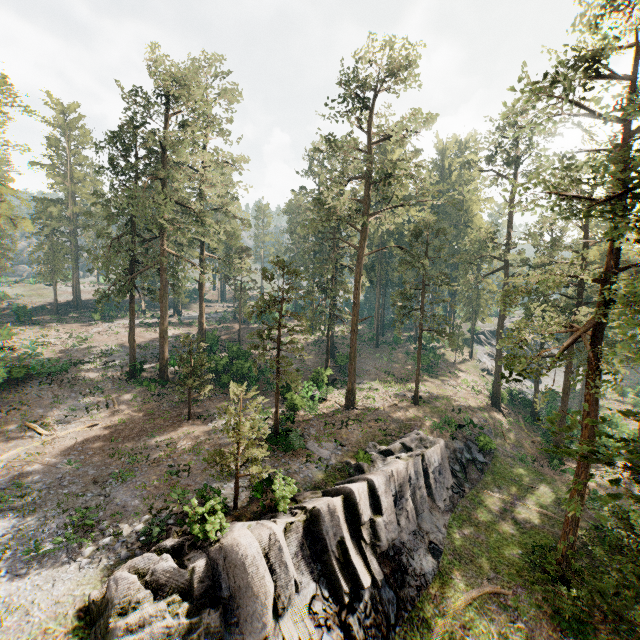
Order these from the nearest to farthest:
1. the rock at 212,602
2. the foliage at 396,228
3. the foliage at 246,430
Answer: the rock at 212,602 < the foliage at 396,228 < the foliage at 246,430

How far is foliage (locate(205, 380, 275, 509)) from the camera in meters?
16.2 m

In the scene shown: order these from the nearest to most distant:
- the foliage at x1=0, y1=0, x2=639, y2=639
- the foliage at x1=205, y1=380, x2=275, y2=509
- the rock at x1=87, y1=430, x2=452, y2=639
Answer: the rock at x1=87, y1=430, x2=452, y2=639 → the foliage at x1=0, y1=0, x2=639, y2=639 → the foliage at x1=205, y1=380, x2=275, y2=509

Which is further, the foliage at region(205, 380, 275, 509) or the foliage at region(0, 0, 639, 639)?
the foliage at region(205, 380, 275, 509)

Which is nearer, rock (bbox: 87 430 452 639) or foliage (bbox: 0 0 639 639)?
rock (bbox: 87 430 452 639)

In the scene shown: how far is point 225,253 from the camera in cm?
3803

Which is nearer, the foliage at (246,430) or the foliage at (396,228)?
the foliage at (396,228)
